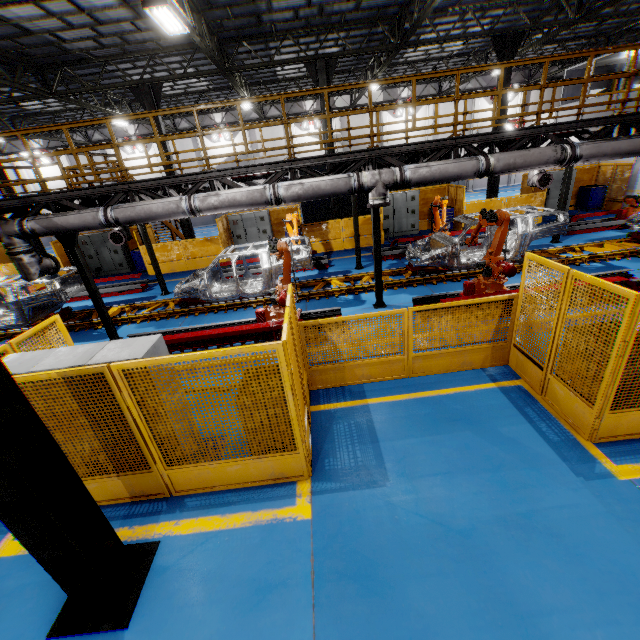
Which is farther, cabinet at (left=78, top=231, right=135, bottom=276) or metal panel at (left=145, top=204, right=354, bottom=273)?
cabinet at (left=78, top=231, right=135, bottom=276)

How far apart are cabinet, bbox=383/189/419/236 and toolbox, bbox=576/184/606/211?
8.90m

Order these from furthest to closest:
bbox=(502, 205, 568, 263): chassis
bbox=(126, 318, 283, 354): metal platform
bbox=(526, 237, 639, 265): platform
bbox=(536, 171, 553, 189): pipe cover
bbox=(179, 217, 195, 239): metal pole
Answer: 1. bbox=(179, 217, 195, 239): metal pole
2. bbox=(536, 171, 553, 189): pipe cover
3. bbox=(526, 237, 639, 265): platform
4. bbox=(502, 205, 568, 263): chassis
5. bbox=(126, 318, 283, 354): metal platform

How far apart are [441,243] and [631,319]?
7.4 meters

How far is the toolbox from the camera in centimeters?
1670cm

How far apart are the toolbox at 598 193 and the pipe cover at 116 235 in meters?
22.2

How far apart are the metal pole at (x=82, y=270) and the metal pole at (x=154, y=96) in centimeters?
777cm

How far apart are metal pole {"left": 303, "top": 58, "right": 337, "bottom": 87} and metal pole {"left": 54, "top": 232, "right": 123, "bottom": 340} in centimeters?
1070cm
